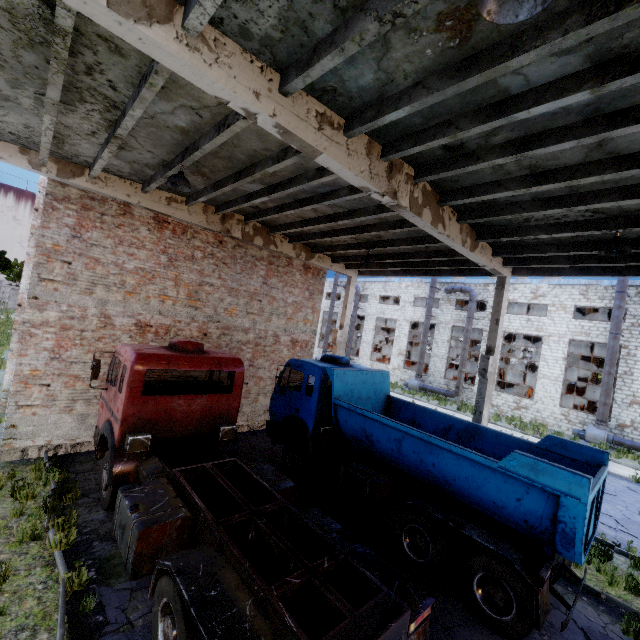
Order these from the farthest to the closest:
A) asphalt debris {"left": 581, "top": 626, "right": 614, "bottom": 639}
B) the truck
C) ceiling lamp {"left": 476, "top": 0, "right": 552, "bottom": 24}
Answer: asphalt debris {"left": 581, "top": 626, "right": 614, "bottom": 639} < the truck < ceiling lamp {"left": 476, "top": 0, "right": 552, "bottom": 24}

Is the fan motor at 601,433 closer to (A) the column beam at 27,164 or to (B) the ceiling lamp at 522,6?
(A) the column beam at 27,164

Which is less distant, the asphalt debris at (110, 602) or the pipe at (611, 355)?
the asphalt debris at (110, 602)

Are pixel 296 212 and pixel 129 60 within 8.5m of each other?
yes

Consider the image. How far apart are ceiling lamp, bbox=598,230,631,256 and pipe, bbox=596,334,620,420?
19.4 meters

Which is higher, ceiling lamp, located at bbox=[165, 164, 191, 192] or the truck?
ceiling lamp, located at bbox=[165, 164, 191, 192]

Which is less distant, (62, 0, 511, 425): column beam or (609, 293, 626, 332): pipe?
(62, 0, 511, 425): column beam

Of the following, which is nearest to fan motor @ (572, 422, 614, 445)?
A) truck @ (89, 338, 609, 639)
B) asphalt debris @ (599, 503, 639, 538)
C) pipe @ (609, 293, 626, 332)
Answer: pipe @ (609, 293, 626, 332)
